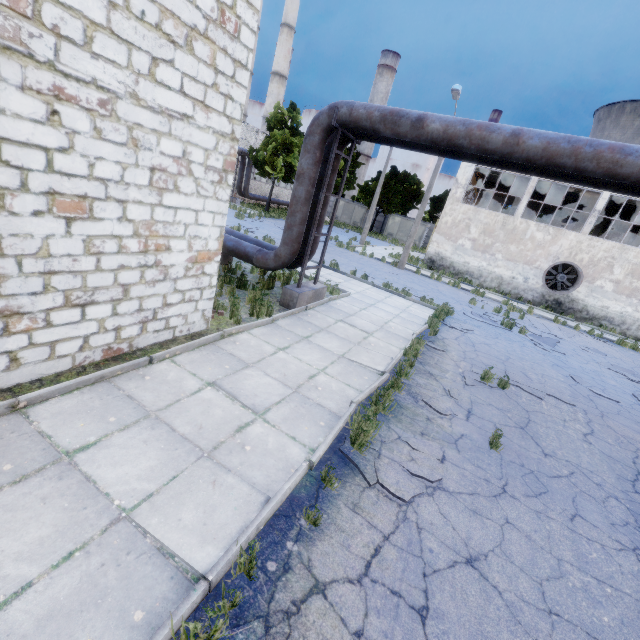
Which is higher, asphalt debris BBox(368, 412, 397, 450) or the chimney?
the chimney

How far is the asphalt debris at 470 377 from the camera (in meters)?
7.82

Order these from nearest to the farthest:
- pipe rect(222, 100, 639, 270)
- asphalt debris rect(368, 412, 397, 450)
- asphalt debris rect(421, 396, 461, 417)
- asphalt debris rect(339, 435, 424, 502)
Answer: asphalt debris rect(339, 435, 424, 502)
asphalt debris rect(368, 412, 397, 450)
pipe rect(222, 100, 639, 270)
asphalt debris rect(421, 396, 461, 417)

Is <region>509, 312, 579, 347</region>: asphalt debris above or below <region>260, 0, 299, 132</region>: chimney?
below

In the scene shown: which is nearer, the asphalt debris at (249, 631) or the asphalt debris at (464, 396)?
the asphalt debris at (249, 631)

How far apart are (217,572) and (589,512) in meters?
5.3

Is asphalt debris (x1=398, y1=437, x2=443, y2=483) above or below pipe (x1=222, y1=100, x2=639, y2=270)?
below

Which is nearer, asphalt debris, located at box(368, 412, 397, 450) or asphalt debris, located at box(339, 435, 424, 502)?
asphalt debris, located at box(339, 435, 424, 502)
